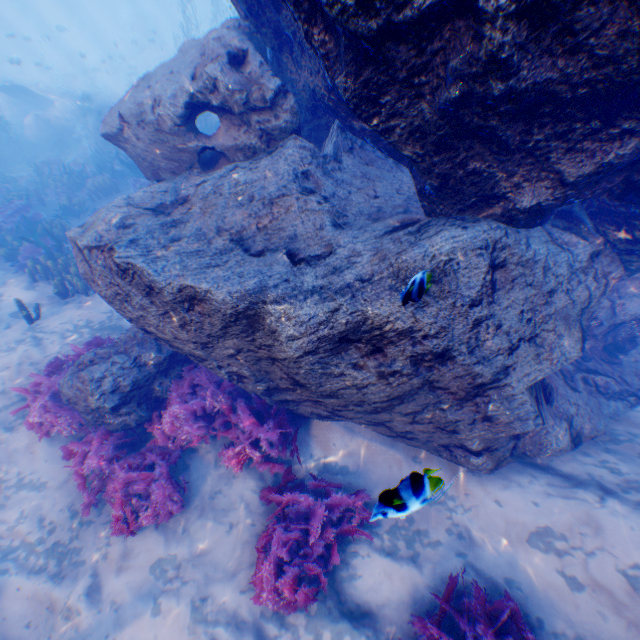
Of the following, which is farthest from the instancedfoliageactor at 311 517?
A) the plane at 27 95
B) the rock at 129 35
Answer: the plane at 27 95

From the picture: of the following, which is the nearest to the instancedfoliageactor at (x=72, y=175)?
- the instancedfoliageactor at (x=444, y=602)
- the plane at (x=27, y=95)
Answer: the plane at (x=27, y=95)

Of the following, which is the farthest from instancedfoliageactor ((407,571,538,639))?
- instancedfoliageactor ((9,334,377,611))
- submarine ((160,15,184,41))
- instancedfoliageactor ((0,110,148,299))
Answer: submarine ((160,15,184,41))

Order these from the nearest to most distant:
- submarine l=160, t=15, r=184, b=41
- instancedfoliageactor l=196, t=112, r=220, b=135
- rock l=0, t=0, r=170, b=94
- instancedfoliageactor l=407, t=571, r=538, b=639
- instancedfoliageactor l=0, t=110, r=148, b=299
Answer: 1. instancedfoliageactor l=407, t=571, r=538, b=639
2. instancedfoliageactor l=0, t=110, r=148, b=299
3. instancedfoliageactor l=196, t=112, r=220, b=135
4. rock l=0, t=0, r=170, b=94
5. submarine l=160, t=15, r=184, b=41

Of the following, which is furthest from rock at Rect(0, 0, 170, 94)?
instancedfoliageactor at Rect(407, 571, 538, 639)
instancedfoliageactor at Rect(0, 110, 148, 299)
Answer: instancedfoliageactor at Rect(407, 571, 538, 639)

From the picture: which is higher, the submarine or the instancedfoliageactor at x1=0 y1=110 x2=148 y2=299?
the submarine

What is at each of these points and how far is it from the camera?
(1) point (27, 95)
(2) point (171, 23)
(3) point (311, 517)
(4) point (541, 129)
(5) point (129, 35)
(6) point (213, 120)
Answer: (1) plane, 19.4 meters
(2) submarine, 55.0 meters
(3) instancedfoliageactor, 4.7 meters
(4) rock, 3.0 meters
(5) rock, 41.9 meters
(6) instancedfoliageactor, 14.6 meters
